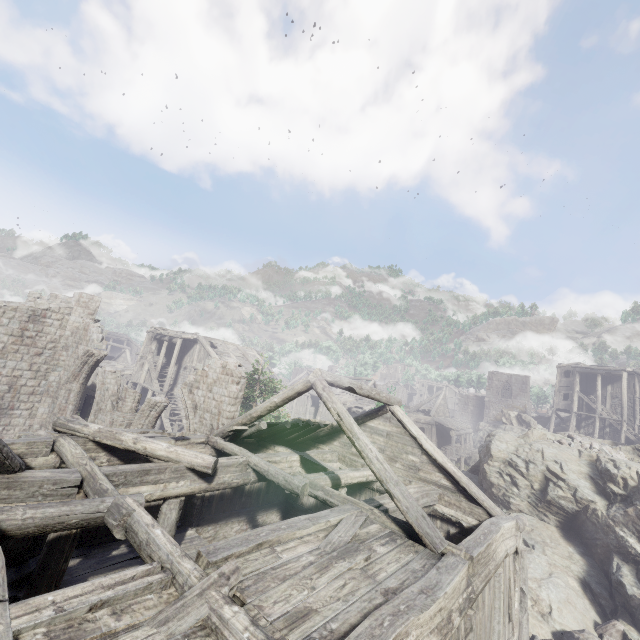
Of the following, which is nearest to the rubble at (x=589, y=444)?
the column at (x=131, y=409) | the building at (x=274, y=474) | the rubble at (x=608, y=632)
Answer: the building at (x=274, y=474)

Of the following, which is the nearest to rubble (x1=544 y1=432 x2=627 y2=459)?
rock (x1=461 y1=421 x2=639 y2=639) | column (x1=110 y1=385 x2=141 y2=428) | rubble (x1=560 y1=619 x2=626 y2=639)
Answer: rock (x1=461 y1=421 x2=639 y2=639)

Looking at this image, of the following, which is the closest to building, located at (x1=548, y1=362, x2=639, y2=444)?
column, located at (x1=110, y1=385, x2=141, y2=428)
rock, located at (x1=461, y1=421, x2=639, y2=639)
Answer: rock, located at (x1=461, y1=421, x2=639, y2=639)

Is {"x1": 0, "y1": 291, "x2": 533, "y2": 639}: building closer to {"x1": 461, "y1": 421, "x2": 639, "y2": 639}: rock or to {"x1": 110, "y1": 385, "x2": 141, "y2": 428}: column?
{"x1": 461, "y1": 421, "x2": 639, "y2": 639}: rock

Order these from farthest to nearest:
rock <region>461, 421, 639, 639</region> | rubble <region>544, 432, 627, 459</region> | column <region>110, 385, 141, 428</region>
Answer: rubble <region>544, 432, 627, 459</region>
column <region>110, 385, 141, 428</region>
rock <region>461, 421, 639, 639</region>

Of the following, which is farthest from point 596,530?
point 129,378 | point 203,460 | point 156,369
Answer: point 129,378

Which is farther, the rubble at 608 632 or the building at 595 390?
the building at 595 390

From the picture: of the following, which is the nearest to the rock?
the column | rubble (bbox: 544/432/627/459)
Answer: rubble (bbox: 544/432/627/459)
